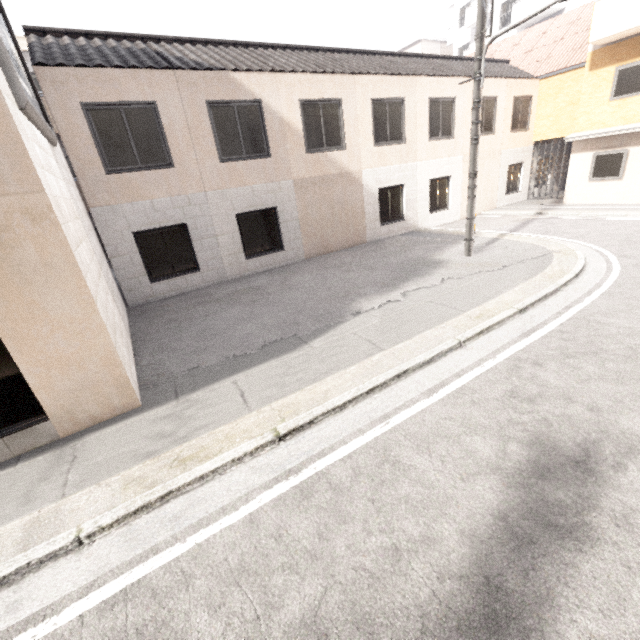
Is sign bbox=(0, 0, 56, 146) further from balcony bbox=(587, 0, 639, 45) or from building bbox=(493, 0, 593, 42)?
building bbox=(493, 0, 593, 42)

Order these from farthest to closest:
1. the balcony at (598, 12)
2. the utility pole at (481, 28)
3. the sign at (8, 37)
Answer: the balcony at (598, 12) < the utility pole at (481, 28) < the sign at (8, 37)

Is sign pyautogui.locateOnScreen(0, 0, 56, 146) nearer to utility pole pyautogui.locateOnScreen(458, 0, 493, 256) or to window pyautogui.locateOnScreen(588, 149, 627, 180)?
utility pole pyautogui.locateOnScreen(458, 0, 493, 256)

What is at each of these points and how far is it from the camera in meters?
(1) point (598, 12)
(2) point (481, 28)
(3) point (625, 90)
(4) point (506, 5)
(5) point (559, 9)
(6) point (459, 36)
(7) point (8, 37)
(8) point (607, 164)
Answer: (1) balcony, 12.0
(2) utility pole, 7.4
(3) window, 12.8
(4) building, 23.1
(5) building, 19.7
(6) building, 31.0
(7) sign, 5.1
(8) window, 13.8

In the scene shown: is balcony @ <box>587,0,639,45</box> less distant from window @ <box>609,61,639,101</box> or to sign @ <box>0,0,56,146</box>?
window @ <box>609,61,639,101</box>

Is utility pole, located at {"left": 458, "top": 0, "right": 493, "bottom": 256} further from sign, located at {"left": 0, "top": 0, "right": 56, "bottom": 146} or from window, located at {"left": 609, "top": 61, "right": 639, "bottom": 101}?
window, located at {"left": 609, "top": 61, "right": 639, "bottom": 101}

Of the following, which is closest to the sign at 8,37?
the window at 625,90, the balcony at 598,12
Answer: the balcony at 598,12

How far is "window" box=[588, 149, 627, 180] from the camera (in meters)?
13.44
